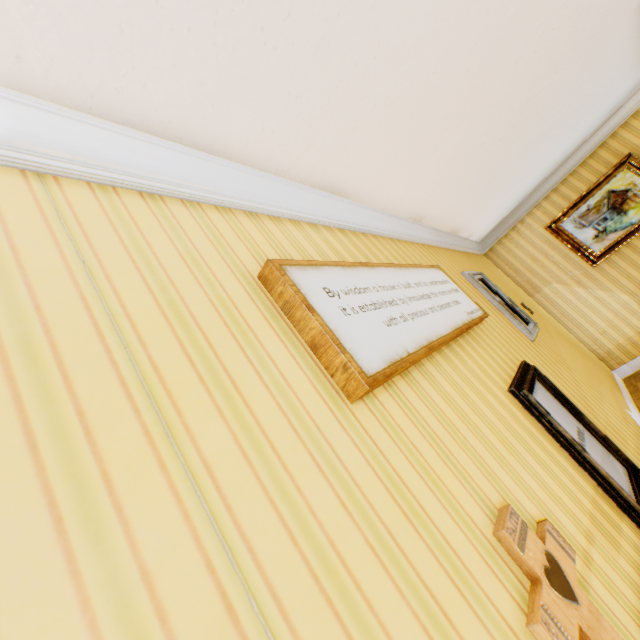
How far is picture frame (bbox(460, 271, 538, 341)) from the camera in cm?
332

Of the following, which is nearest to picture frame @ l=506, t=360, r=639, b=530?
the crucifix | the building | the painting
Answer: the building

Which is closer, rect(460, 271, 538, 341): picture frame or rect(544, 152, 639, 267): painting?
rect(460, 271, 538, 341): picture frame

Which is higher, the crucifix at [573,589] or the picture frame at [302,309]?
the picture frame at [302,309]

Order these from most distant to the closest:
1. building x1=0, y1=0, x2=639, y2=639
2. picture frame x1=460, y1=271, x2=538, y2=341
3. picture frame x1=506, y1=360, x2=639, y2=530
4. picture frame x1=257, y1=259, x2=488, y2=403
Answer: picture frame x1=460, y1=271, x2=538, y2=341 < picture frame x1=506, y1=360, x2=639, y2=530 < picture frame x1=257, y1=259, x2=488, y2=403 < building x1=0, y1=0, x2=639, y2=639

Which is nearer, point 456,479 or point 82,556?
point 82,556

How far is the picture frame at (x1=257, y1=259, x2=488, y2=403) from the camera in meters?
1.1 m

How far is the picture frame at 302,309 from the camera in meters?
1.1
